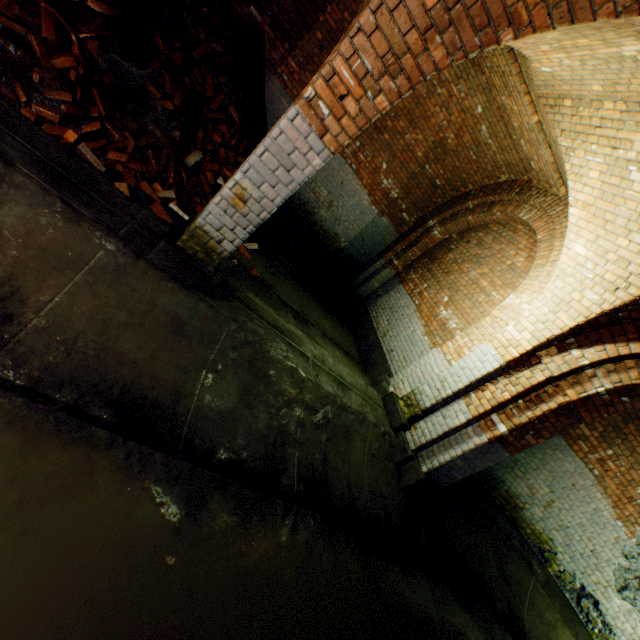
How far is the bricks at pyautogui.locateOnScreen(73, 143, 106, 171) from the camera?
3.51m

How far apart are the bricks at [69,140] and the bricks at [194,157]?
1.44m

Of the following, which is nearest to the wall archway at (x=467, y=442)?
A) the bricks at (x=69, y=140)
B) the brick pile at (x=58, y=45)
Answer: the brick pile at (x=58, y=45)

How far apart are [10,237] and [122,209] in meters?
1.0 m

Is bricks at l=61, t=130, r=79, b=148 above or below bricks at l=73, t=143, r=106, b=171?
above

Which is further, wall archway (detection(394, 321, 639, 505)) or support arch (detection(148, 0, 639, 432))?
wall archway (detection(394, 321, 639, 505))

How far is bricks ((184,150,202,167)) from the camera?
4.97m

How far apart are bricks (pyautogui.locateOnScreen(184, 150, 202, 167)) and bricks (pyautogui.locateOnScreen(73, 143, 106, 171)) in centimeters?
144cm
